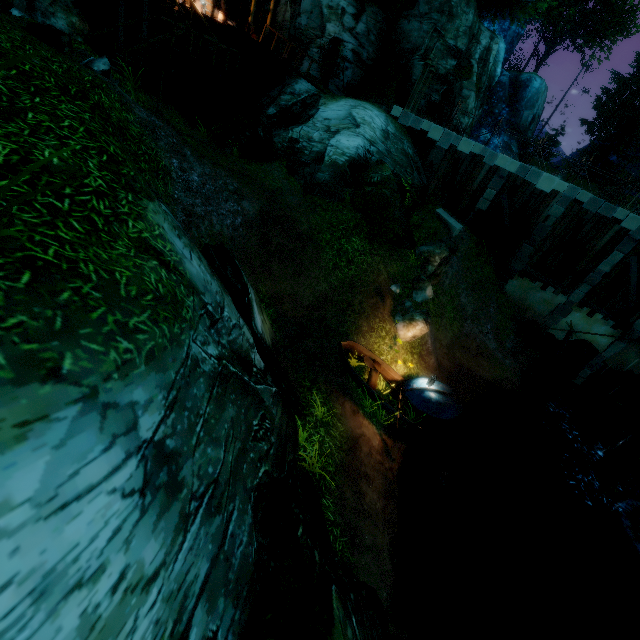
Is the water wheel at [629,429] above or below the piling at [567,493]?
above

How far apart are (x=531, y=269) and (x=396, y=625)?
17.6m

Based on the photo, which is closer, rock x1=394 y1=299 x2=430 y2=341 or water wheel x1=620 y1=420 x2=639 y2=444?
rock x1=394 y1=299 x2=430 y2=341

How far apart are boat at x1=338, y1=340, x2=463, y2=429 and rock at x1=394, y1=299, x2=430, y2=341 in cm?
146

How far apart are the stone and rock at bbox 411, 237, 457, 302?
2.1m

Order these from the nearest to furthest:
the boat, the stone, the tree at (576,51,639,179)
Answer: the boat → the stone → the tree at (576,51,639,179)

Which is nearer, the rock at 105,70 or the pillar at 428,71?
the rock at 105,70

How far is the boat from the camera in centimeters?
1022cm
